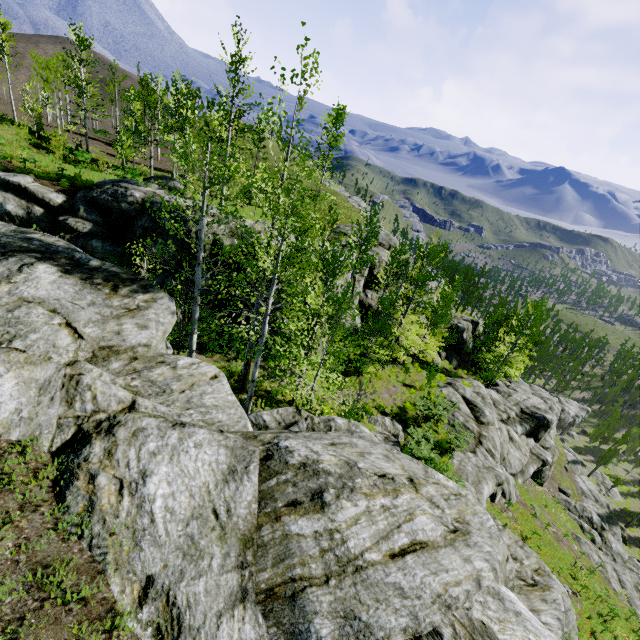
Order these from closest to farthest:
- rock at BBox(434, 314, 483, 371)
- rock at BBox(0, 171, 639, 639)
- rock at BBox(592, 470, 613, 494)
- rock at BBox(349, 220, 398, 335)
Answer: rock at BBox(0, 171, 639, 639) → rock at BBox(349, 220, 398, 335) → rock at BBox(434, 314, 483, 371) → rock at BBox(592, 470, 613, 494)

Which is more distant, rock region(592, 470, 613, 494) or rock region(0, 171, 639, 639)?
rock region(592, 470, 613, 494)

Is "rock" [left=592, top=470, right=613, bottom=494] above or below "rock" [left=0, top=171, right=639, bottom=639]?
below

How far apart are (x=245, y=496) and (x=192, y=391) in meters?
3.0

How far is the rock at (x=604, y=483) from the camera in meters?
49.0

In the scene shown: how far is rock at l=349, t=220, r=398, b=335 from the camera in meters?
27.6

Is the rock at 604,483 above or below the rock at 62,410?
below
